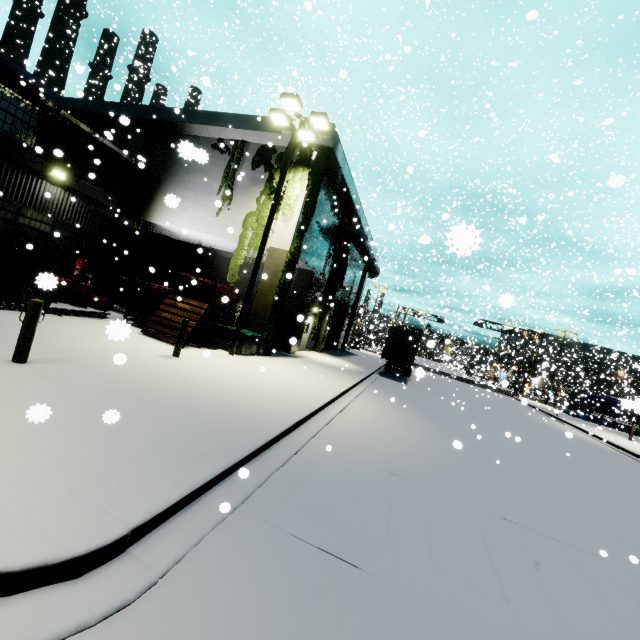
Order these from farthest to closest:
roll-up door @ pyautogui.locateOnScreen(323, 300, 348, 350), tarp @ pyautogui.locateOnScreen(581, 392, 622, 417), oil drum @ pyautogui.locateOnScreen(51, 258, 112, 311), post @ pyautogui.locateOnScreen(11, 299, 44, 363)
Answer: tarp @ pyautogui.locateOnScreen(581, 392, 622, 417) → roll-up door @ pyautogui.locateOnScreen(323, 300, 348, 350) → oil drum @ pyautogui.locateOnScreen(51, 258, 112, 311) → post @ pyautogui.locateOnScreen(11, 299, 44, 363)

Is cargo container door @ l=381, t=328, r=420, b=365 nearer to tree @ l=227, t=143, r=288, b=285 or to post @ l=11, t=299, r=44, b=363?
tree @ l=227, t=143, r=288, b=285

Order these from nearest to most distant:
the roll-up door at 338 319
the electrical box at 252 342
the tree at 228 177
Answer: the electrical box at 252 342
the tree at 228 177
the roll-up door at 338 319

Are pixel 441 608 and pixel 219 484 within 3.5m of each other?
yes

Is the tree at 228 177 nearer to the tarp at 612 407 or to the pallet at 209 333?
the pallet at 209 333

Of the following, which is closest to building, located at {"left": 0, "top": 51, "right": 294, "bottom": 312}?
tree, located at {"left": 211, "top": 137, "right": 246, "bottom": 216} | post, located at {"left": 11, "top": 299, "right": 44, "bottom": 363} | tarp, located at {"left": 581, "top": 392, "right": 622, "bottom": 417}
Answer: tree, located at {"left": 211, "top": 137, "right": 246, "bottom": 216}

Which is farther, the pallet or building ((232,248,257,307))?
building ((232,248,257,307))

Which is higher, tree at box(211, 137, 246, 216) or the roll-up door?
tree at box(211, 137, 246, 216)
